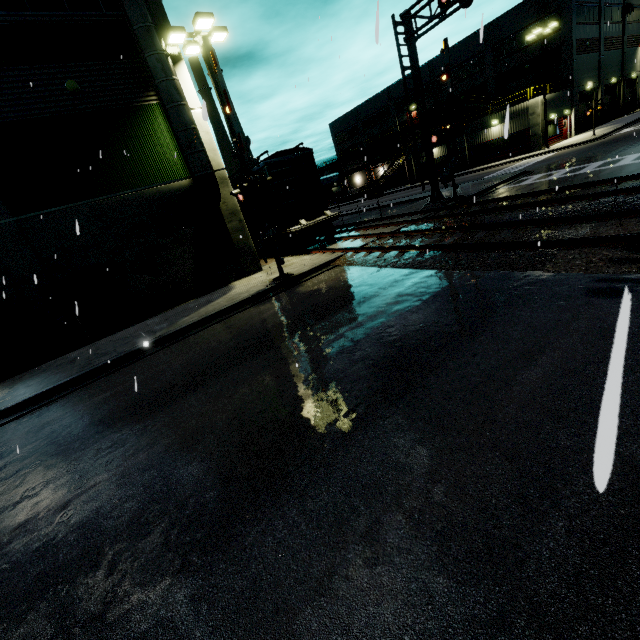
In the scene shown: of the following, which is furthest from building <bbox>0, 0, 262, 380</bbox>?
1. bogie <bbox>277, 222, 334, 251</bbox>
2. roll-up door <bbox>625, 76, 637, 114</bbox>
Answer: bogie <bbox>277, 222, 334, 251</bbox>

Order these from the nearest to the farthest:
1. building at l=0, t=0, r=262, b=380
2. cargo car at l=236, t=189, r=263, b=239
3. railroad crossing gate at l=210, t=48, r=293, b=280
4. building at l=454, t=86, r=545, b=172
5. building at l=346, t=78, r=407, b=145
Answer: railroad crossing gate at l=210, t=48, r=293, b=280 → building at l=0, t=0, r=262, b=380 → cargo car at l=236, t=189, r=263, b=239 → building at l=454, t=86, r=545, b=172 → building at l=346, t=78, r=407, b=145

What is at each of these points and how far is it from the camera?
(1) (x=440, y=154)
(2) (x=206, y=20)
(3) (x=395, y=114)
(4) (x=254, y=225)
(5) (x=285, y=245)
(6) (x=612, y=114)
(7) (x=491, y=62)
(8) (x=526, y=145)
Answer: (1) building, 41.6 meters
(2) light, 12.1 meters
(3) building, 52.5 meters
(4) cargo car, 19.6 meters
(5) bogie, 18.0 meters
(6) roll-up door, 43.3 meters
(7) building, 39.5 meters
(8) building, 33.9 meters

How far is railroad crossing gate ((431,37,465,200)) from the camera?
16.0 meters

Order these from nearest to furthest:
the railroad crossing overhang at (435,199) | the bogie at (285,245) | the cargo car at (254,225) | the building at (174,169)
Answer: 1. the building at (174,169)
2. the railroad crossing overhang at (435,199)
3. the bogie at (285,245)
4. the cargo car at (254,225)

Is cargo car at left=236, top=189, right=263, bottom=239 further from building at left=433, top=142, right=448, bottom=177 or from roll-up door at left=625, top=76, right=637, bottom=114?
roll-up door at left=625, top=76, right=637, bottom=114

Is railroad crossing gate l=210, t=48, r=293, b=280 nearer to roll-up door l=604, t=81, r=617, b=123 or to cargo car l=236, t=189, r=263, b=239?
cargo car l=236, t=189, r=263, b=239

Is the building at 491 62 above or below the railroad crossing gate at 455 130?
above
